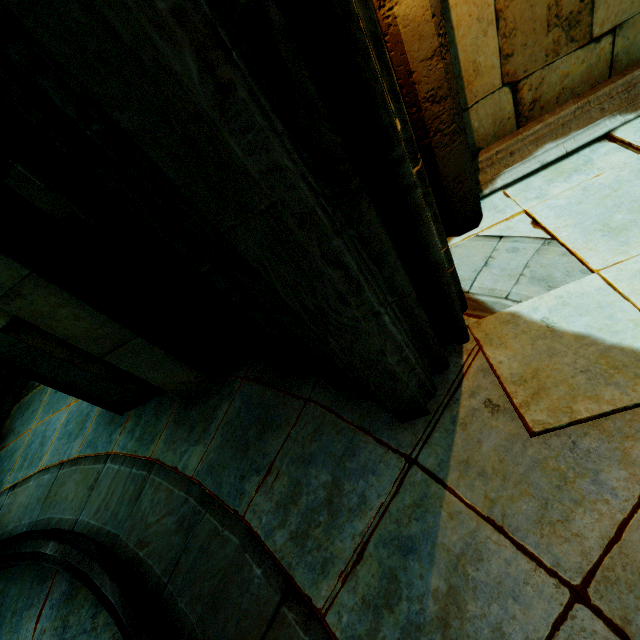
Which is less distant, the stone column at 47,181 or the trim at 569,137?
the stone column at 47,181

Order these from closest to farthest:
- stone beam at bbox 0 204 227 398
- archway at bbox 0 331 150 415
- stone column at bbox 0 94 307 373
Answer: stone column at bbox 0 94 307 373
stone beam at bbox 0 204 227 398
archway at bbox 0 331 150 415

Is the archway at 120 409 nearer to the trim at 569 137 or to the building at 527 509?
the building at 527 509

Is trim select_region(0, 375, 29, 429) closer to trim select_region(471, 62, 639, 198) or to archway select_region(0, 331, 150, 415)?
archway select_region(0, 331, 150, 415)

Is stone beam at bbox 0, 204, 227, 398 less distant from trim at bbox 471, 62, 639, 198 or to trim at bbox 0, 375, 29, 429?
trim at bbox 0, 375, 29, 429

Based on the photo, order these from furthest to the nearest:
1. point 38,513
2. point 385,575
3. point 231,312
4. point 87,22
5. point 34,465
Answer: point 34,465
point 38,513
point 231,312
point 385,575
point 87,22

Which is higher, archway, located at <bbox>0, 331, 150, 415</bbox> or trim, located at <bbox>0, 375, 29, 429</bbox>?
archway, located at <bbox>0, 331, 150, 415</bbox>

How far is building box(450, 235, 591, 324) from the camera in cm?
212
